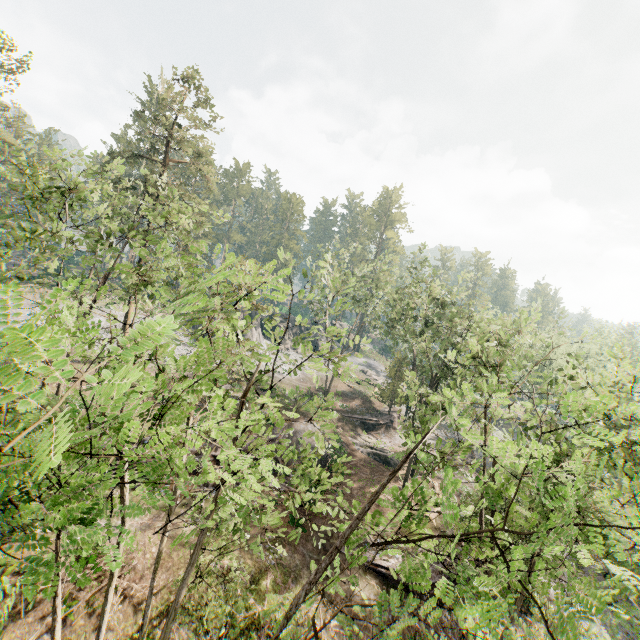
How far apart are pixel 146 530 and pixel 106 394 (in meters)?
20.28

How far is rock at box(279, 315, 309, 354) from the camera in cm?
5309

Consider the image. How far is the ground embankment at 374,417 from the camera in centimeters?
3838cm

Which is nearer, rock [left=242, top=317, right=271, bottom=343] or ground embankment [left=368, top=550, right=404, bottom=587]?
ground embankment [left=368, top=550, right=404, bottom=587]

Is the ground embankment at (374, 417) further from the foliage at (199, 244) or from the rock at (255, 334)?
the rock at (255, 334)

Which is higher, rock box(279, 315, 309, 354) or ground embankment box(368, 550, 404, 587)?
rock box(279, 315, 309, 354)

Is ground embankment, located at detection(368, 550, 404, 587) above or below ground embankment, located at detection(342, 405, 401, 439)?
below

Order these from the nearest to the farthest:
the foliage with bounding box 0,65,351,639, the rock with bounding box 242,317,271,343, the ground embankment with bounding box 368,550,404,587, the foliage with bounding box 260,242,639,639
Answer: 1. the foliage with bounding box 0,65,351,639
2. the foliage with bounding box 260,242,639,639
3. the ground embankment with bounding box 368,550,404,587
4. the rock with bounding box 242,317,271,343
